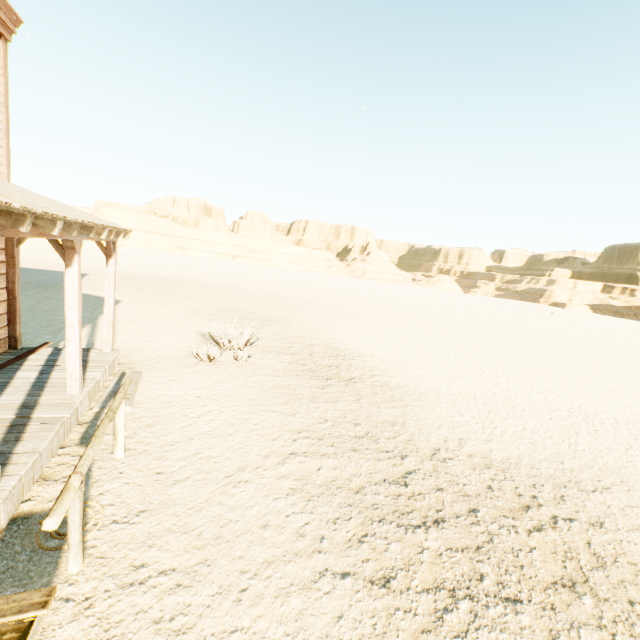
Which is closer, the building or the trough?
the trough

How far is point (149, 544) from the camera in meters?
3.4 m

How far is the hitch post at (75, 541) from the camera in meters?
2.6

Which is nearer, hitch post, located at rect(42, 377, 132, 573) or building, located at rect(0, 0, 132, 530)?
hitch post, located at rect(42, 377, 132, 573)

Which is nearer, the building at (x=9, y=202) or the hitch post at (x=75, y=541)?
the hitch post at (x=75, y=541)

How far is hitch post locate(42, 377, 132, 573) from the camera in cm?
255
